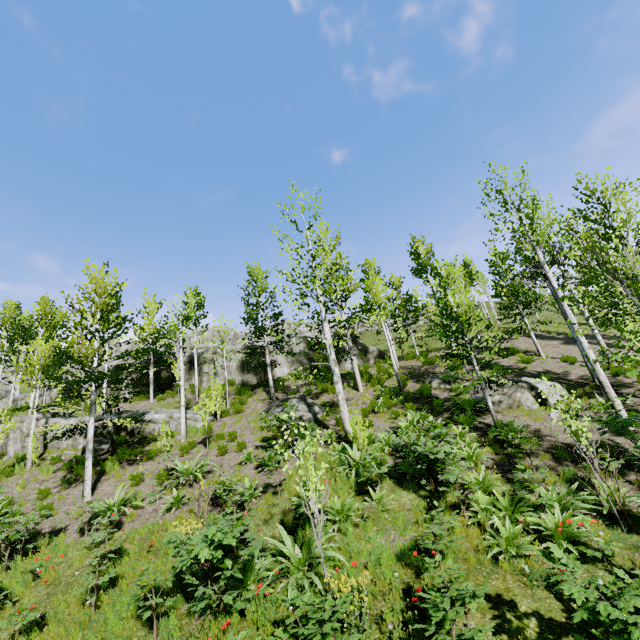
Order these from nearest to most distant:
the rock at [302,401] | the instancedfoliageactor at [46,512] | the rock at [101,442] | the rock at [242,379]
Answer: the instancedfoliageactor at [46,512]
the rock at [302,401]
the rock at [101,442]
the rock at [242,379]

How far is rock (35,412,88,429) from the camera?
17.19m

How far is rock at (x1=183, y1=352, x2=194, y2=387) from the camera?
26.2 meters

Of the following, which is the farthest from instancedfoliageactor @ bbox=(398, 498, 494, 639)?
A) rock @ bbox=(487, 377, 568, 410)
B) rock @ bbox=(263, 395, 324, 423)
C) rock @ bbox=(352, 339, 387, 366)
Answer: rock @ bbox=(263, 395, 324, 423)

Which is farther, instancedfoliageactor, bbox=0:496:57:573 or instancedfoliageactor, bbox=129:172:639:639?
instancedfoliageactor, bbox=0:496:57:573

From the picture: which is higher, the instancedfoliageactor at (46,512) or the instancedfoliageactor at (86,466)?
the instancedfoliageactor at (86,466)

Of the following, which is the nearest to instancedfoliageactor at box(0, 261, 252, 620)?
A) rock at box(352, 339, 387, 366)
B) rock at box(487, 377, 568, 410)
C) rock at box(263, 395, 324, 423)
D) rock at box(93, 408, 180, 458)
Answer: rock at box(487, 377, 568, 410)

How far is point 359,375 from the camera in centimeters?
1894cm
